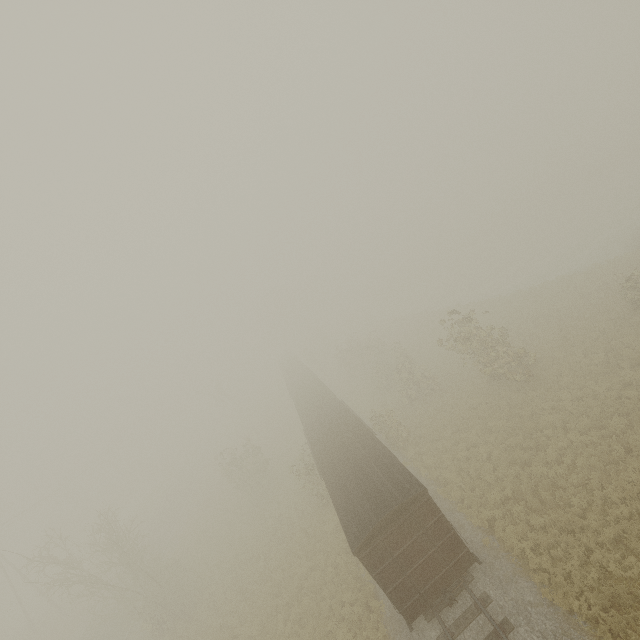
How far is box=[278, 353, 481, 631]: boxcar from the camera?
11.5 meters

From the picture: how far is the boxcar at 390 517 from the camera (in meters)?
11.51

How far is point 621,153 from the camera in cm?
5919
